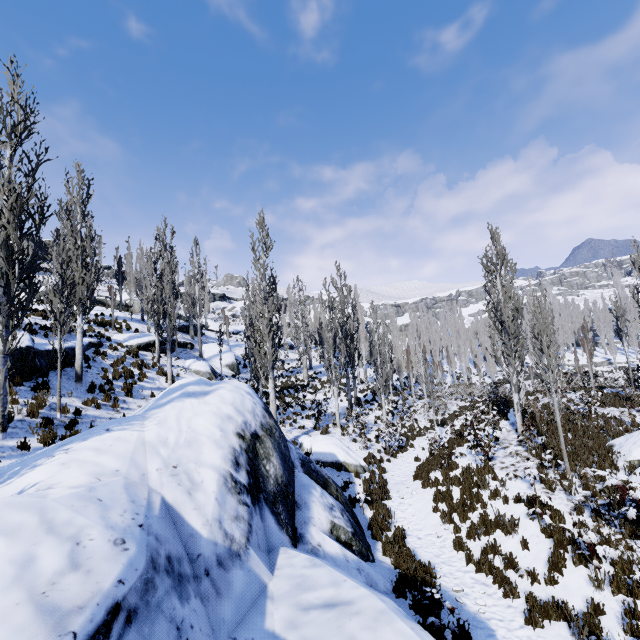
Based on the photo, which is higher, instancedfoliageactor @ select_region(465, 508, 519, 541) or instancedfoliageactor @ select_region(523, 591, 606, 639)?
instancedfoliageactor @ select_region(465, 508, 519, 541)

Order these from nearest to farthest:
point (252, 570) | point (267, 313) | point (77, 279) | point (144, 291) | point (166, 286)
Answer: point (252, 570) < point (77, 279) < point (267, 313) < point (166, 286) < point (144, 291)

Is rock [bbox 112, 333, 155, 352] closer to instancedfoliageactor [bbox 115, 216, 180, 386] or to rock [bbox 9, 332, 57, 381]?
instancedfoliageactor [bbox 115, 216, 180, 386]

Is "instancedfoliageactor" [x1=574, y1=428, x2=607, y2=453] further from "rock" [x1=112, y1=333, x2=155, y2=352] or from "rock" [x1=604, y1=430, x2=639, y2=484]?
"rock" [x1=604, y1=430, x2=639, y2=484]

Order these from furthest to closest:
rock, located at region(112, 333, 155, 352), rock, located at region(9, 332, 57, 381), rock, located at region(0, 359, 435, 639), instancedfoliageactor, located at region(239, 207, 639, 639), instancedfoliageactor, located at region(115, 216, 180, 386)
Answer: rock, located at region(112, 333, 155, 352) → instancedfoliageactor, located at region(115, 216, 180, 386) → rock, located at region(9, 332, 57, 381) → instancedfoliageactor, located at region(239, 207, 639, 639) → rock, located at region(0, 359, 435, 639)

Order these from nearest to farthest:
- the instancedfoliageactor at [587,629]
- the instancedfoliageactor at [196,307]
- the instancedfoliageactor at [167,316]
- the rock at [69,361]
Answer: the instancedfoliageactor at [587,629]
the rock at [69,361]
the instancedfoliageactor at [167,316]
the instancedfoliageactor at [196,307]

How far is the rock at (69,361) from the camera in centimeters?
1398cm

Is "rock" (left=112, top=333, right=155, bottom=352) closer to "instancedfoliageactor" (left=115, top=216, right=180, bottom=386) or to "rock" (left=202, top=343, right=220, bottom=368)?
"instancedfoliageactor" (left=115, top=216, right=180, bottom=386)
